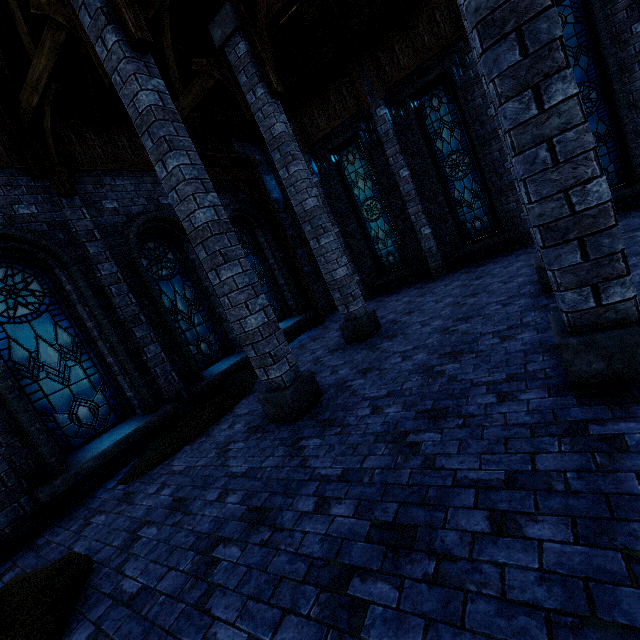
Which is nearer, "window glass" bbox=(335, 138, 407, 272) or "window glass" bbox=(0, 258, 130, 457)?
"window glass" bbox=(0, 258, 130, 457)

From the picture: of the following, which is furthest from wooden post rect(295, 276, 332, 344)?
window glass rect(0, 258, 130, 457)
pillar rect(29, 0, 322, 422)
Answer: window glass rect(0, 258, 130, 457)

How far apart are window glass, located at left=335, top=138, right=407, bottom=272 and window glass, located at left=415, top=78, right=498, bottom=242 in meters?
1.8 m

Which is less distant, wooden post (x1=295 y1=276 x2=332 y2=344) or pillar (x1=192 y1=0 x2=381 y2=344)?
pillar (x1=192 y1=0 x2=381 y2=344)

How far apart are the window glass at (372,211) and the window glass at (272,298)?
3.9 meters

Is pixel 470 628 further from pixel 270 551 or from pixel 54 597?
pixel 54 597

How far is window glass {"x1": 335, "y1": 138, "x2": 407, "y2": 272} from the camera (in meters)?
11.20

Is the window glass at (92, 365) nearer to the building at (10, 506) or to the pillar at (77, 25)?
the building at (10, 506)
